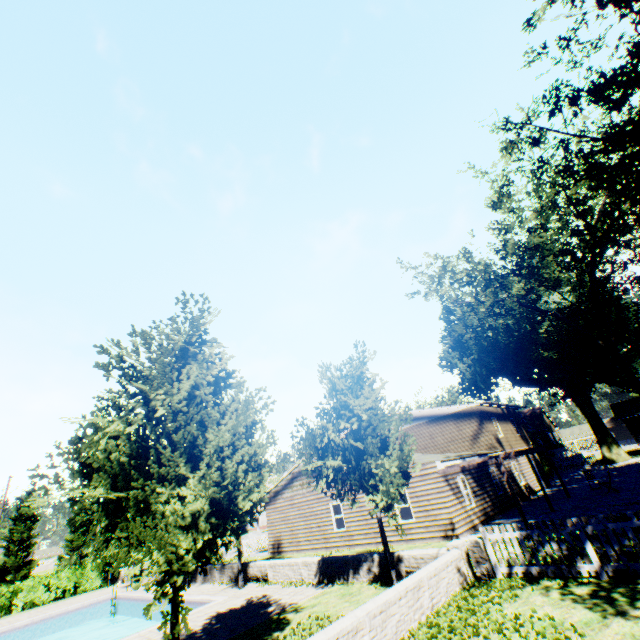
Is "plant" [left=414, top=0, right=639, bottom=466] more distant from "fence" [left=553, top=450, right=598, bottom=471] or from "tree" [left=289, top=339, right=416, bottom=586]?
"tree" [left=289, top=339, right=416, bottom=586]

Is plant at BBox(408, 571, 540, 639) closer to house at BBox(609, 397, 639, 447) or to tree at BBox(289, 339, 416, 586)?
tree at BBox(289, 339, 416, 586)

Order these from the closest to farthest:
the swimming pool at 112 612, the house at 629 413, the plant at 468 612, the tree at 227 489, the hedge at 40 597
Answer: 1. the tree at 227 489
2. the plant at 468 612
3. the swimming pool at 112 612
4. the hedge at 40 597
5. the house at 629 413

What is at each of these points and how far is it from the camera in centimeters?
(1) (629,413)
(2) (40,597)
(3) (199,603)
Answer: (1) house, 4169cm
(2) hedge, 2428cm
(3) swimming pool, 1493cm

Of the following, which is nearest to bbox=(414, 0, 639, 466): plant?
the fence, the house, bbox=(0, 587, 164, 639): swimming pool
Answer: the fence

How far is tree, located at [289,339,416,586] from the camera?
10.64m

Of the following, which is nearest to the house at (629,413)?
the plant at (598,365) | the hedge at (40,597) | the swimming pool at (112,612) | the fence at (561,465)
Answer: the plant at (598,365)

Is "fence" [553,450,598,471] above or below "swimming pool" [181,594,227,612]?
above
